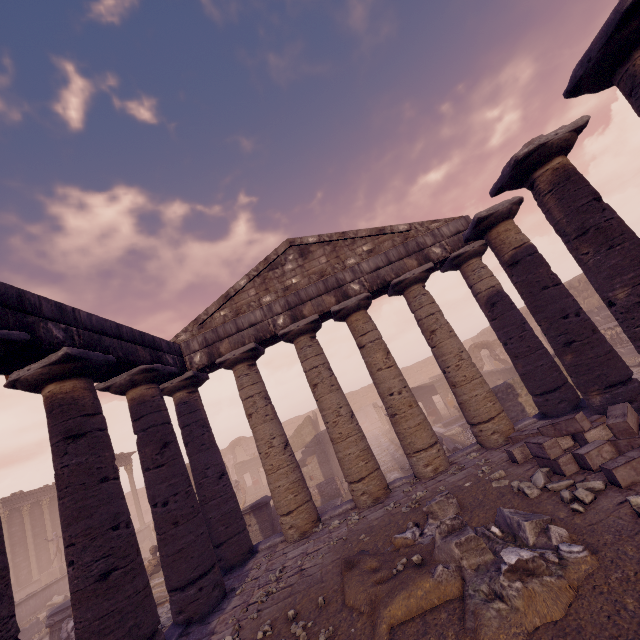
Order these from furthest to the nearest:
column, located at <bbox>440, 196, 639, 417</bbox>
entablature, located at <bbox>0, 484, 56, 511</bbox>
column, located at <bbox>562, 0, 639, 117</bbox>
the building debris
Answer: entablature, located at <bbox>0, 484, 56, 511</bbox>, the building debris, column, located at <bbox>440, 196, 639, 417</bbox>, column, located at <bbox>562, 0, 639, 117</bbox>

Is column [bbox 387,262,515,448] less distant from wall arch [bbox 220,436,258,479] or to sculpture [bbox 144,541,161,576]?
sculpture [bbox 144,541,161,576]

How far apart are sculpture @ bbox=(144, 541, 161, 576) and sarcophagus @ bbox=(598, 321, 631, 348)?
24.1m

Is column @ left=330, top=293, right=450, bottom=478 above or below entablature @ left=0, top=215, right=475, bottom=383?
below

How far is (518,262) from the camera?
8.00m

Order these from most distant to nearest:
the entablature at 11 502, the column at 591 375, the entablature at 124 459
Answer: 1. the entablature at 124 459
2. the entablature at 11 502
3. the column at 591 375

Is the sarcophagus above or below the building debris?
above

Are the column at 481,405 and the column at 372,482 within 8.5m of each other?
yes
